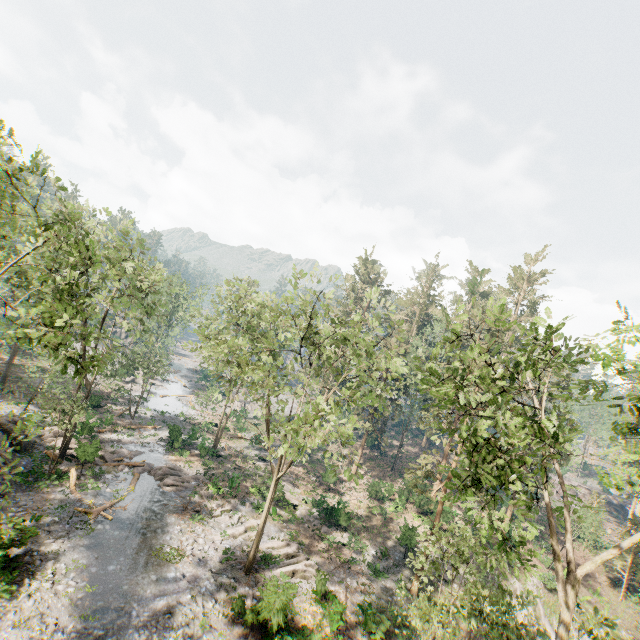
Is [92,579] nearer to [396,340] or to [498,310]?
[498,310]

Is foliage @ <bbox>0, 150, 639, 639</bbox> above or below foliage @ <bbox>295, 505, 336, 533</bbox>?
above

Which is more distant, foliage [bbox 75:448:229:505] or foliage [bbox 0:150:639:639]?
foliage [bbox 75:448:229:505]

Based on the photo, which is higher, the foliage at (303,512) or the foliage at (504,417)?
the foliage at (504,417)

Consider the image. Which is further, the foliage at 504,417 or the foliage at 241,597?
the foliage at 241,597

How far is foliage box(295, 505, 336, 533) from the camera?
29.0 meters
